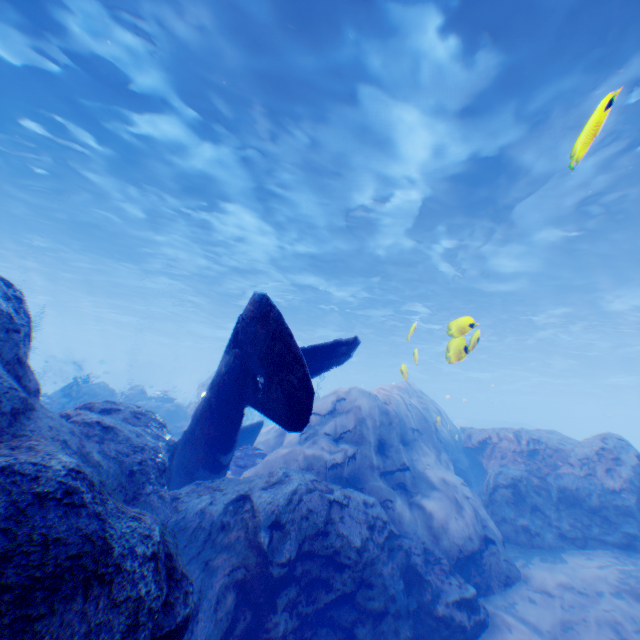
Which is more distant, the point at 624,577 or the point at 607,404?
the point at 607,404

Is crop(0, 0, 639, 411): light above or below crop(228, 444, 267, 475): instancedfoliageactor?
above

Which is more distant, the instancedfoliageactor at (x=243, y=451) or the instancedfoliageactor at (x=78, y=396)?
the instancedfoliageactor at (x=78, y=396)

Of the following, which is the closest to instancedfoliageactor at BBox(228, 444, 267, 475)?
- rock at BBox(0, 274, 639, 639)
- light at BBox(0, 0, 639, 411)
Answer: rock at BBox(0, 274, 639, 639)

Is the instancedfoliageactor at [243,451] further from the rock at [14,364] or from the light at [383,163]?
the light at [383,163]

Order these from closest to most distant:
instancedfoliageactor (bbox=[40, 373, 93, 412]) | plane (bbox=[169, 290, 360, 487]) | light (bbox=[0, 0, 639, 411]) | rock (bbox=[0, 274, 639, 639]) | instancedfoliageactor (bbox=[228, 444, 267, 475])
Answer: rock (bbox=[0, 274, 639, 639]) < plane (bbox=[169, 290, 360, 487]) < light (bbox=[0, 0, 639, 411]) < instancedfoliageactor (bbox=[228, 444, 267, 475]) < instancedfoliageactor (bbox=[40, 373, 93, 412])

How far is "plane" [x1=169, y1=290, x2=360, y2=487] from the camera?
3.98m
